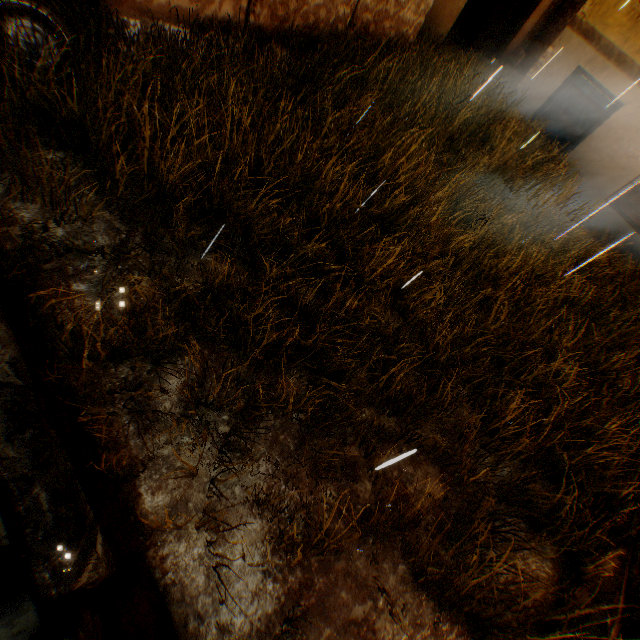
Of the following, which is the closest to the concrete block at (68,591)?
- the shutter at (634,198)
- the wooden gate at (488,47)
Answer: the wooden gate at (488,47)

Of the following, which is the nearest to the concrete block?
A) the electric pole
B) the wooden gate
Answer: the electric pole

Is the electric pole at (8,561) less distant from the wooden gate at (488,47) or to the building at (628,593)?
the building at (628,593)

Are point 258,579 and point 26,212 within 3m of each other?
no

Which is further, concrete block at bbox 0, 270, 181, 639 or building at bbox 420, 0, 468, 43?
building at bbox 420, 0, 468, 43

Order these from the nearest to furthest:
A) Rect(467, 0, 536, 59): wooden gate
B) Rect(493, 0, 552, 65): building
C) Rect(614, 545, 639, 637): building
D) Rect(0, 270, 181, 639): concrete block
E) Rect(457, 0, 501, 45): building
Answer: Rect(0, 270, 181, 639): concrete block
Rect(614, 545, 639, 637): building
Rect(467, 0, 536, 59): wooden gate
Rect(493, 0, 552, 65): building
Rect(457, 0, 501, 45): building

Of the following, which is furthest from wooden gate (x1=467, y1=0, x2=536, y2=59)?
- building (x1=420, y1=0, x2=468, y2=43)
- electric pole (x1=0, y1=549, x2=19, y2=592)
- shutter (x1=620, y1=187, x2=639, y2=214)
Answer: shutter (x1=620, y1=187, x2=639, y2=214)
